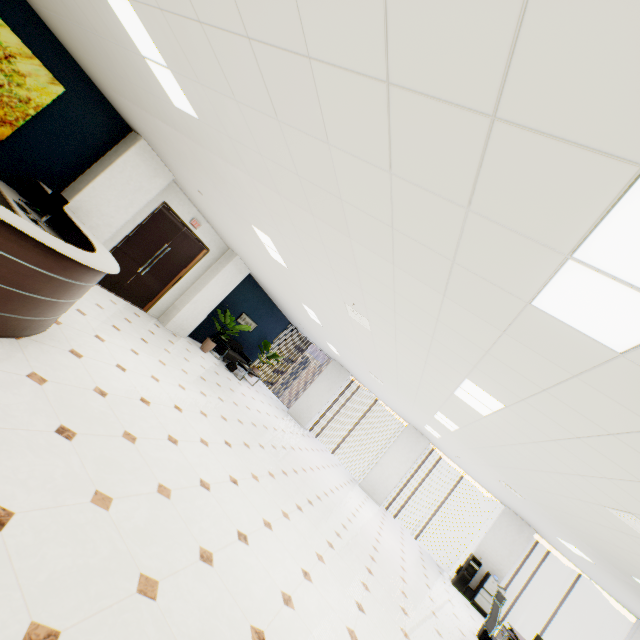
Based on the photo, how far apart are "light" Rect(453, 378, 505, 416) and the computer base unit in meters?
7.5 m

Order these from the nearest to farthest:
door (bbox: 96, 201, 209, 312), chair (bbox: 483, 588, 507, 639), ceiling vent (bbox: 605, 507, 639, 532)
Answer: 1. ceiling vent (bbox: 605, 507, 639, 532)
2. chair (bbox: 483, 588, 507, 639)
3. door (bbox: 96, 201, 209, 312)

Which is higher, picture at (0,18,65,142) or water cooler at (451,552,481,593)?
picture at (0,18,65,142)

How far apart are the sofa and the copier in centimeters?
1058cm

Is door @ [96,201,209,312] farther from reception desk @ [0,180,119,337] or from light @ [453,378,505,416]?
light @ [453,378,505,416]

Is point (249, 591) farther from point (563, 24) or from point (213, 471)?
point (563, 24)

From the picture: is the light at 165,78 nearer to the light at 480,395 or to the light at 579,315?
the light at 579,315

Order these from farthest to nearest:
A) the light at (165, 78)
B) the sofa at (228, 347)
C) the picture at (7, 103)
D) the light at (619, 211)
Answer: the sofa at (228, 347) → the picture at (7, 103) → the light at (165, 78) → the light at (619, 211)
